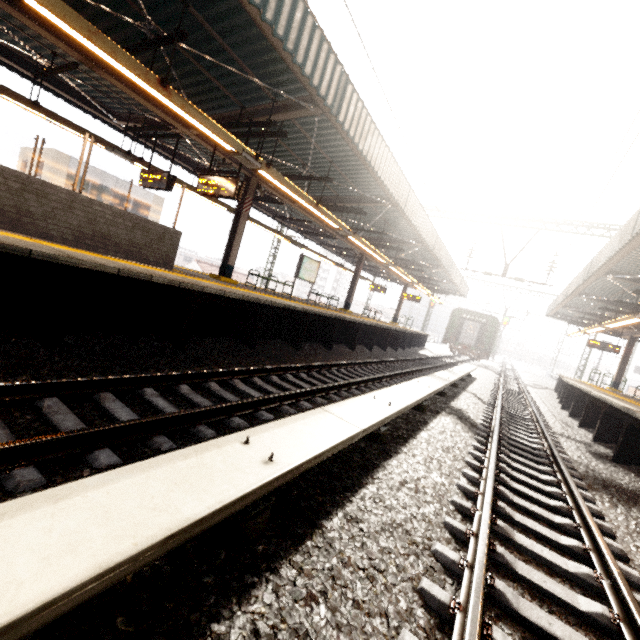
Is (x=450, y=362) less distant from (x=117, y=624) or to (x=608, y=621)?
(x=608, y=621)

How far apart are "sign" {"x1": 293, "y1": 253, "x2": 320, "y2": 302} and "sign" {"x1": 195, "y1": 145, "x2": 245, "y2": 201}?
6.02m

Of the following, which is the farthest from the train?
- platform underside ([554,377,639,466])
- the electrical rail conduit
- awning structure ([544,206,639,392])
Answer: the electrical rail conduit

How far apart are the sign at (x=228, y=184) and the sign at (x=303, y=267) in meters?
6.0

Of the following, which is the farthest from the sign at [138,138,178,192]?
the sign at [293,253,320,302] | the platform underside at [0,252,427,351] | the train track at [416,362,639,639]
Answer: the train track at [416,362,639,639]

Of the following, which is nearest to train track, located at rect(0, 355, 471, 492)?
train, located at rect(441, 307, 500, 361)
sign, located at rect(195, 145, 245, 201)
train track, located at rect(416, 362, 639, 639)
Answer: train track, located at rect(416, 362, 639, 639)

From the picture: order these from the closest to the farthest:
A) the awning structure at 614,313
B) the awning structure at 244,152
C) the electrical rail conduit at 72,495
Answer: the electrical rail conduit at 72,495 < the awning structure at 244,152 < the awning structure at 614,313

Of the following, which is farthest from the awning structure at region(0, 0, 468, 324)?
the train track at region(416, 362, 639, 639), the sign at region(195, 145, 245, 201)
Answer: the train track at region(416, 362, 639, 639)
